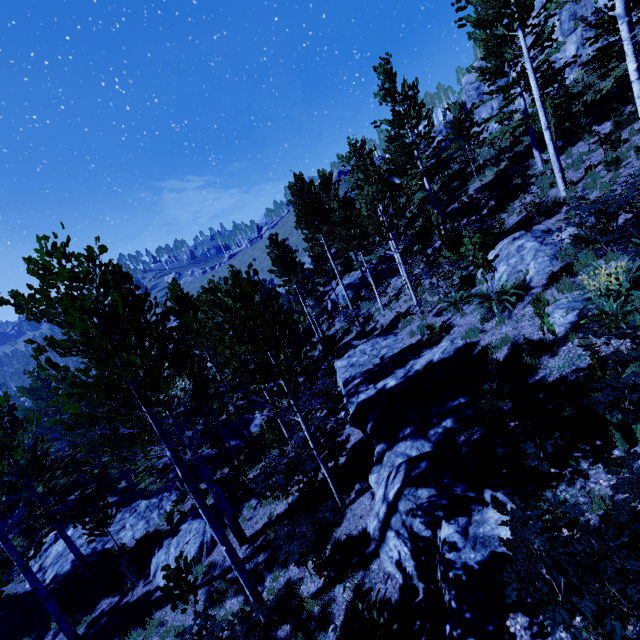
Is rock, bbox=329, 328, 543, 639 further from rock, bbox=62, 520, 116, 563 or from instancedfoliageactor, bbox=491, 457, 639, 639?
rock, bbox=62, 520, 116, 563

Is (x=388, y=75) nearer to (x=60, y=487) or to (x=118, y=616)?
(x=60, y=487)

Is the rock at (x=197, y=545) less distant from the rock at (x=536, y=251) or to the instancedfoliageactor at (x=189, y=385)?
the instancedfoliageactor at (x=189, y=385)

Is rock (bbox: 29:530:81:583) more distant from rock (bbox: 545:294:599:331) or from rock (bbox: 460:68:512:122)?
rock (bbox: 460:68:512:122)

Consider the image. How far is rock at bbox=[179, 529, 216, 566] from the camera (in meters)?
11.26

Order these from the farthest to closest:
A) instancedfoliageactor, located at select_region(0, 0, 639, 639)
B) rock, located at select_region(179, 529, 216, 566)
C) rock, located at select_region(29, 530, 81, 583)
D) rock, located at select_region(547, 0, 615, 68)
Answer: rock, located at select_region(547, 0, 615, 68) < rock, located at select_region(29, 530, 81, 583) < rock, located at select_region(179, 529, 216, 566) < instancedfoliageactor, located at select_region(0, 0, 639, 639)

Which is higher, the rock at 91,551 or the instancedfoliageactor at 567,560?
the instancedfoliageactor at 567,560
